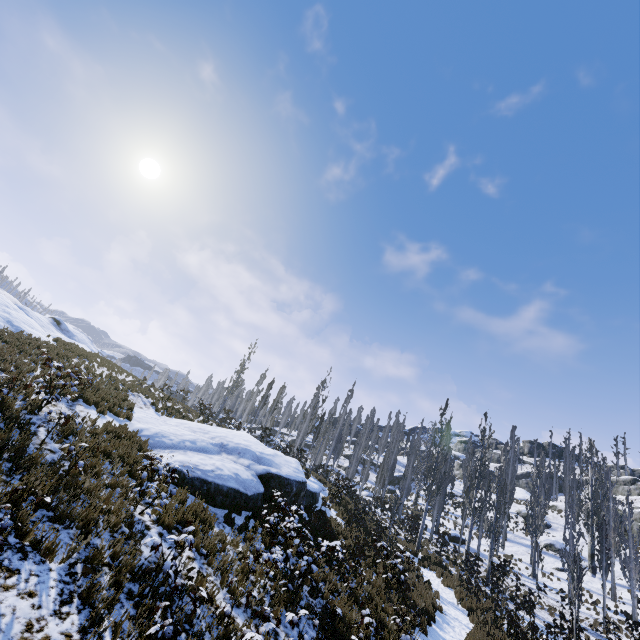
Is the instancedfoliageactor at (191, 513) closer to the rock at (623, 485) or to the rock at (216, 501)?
the rock at (216, 501)

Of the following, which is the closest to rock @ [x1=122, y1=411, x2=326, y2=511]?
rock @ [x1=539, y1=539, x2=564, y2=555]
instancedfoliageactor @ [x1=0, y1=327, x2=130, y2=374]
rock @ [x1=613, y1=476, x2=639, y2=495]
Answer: instancedfoliageactor @ [x1=0, y1=327, x2=130, y2=374]

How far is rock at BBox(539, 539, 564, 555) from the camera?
33.4 meters

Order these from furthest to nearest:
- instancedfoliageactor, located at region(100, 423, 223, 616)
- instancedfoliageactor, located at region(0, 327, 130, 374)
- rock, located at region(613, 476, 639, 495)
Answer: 1. rock, located at region(613, 476, 639, 495)
2. instancedfoliageactor, located at region(0, 327, 130, 374)
3. instancedfoliageactor, located at region(100, 423, 223, 616)

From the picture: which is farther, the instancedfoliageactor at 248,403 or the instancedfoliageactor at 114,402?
the instancedfoliageactor at 248,403

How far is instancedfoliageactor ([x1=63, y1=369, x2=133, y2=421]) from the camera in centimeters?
1099cm

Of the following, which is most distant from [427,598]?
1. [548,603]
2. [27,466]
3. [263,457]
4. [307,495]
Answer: [548,603]
